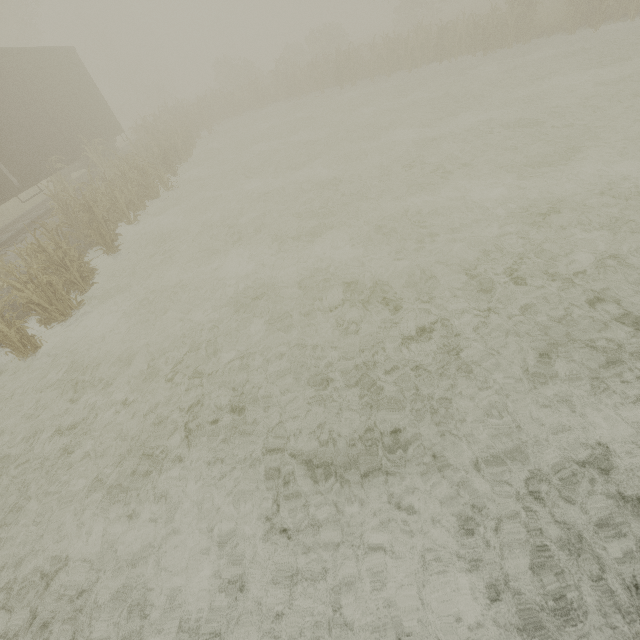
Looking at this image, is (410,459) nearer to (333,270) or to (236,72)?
(333,270)
